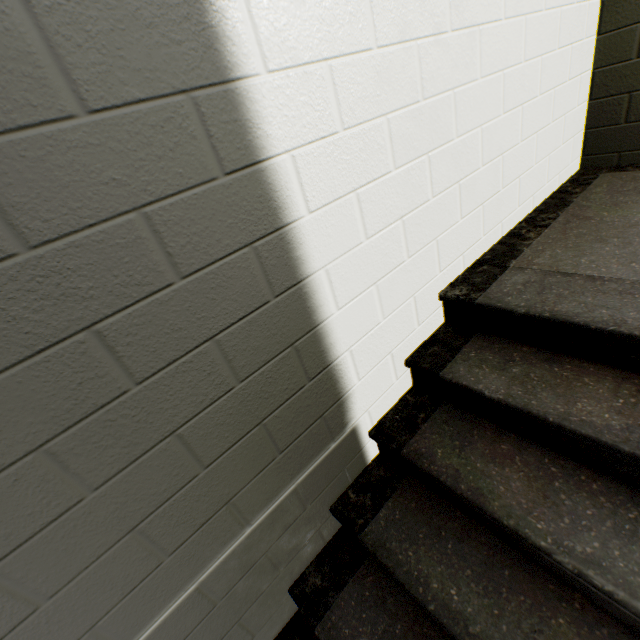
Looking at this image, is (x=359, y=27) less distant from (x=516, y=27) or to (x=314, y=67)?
(x=314, y=67)
